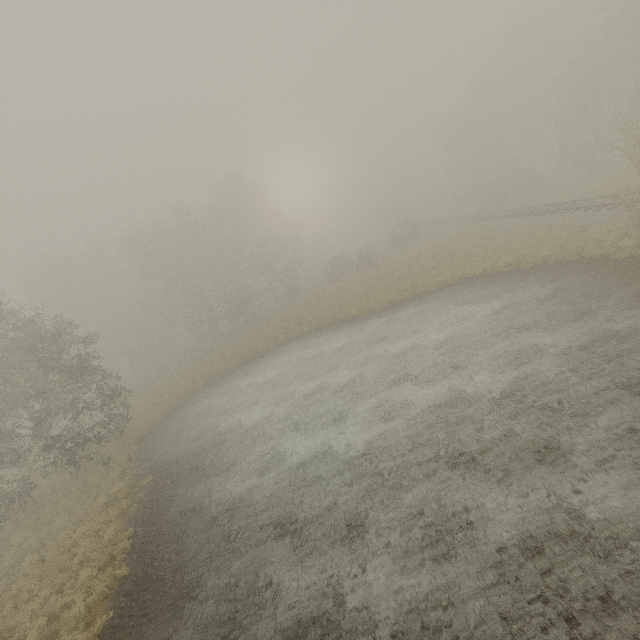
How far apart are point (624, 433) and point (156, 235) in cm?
4149
